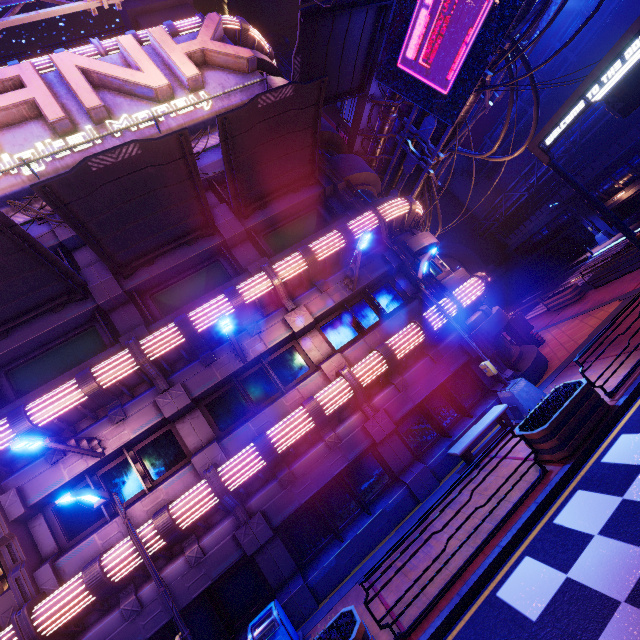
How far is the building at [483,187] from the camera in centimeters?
4052cm

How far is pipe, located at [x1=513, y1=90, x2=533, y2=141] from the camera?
32.8 meters

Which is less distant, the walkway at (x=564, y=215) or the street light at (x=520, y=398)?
the street light at (x=520, y=398)

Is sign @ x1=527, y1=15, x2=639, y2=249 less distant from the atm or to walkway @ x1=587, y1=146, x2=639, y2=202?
the atm

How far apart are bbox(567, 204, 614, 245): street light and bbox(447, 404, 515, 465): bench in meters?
31.4 m

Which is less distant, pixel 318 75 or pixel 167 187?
pixel 167 187

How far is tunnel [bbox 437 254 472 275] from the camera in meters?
43.6

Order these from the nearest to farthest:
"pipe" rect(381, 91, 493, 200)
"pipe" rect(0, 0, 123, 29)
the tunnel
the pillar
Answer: "pipe" rect(0, 0, 123, 29) < "pipe" rect(381, 91, 493, 200) < the pillar < the tunnel
